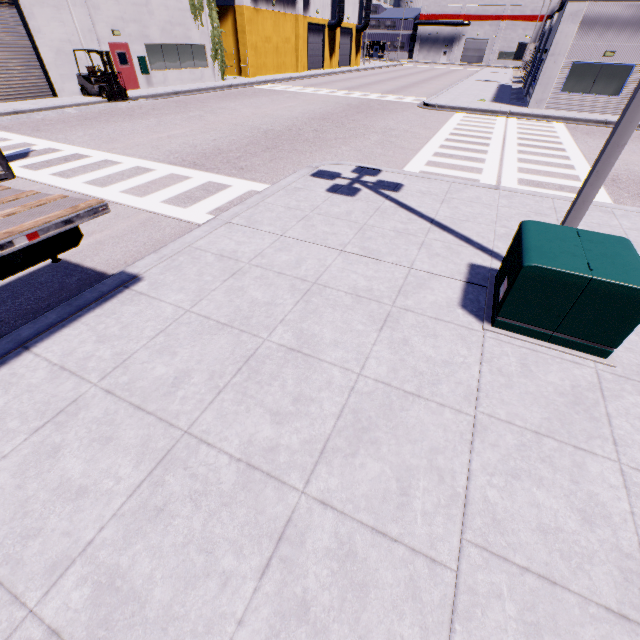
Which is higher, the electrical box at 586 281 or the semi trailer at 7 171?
the semi trailer at 7 171

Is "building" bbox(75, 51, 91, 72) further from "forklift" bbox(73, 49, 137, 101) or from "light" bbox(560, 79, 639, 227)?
"light" bbox(560, 79, 639, 227)

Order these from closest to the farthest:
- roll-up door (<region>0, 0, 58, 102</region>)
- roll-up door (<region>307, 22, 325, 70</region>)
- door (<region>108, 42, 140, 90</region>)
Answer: roll-up door (<region>0, 0, 58, 102</region>), door (<region>108, 42, 140, 90</region>), roll-up door (<region>307, 22, 325, 70</region>)

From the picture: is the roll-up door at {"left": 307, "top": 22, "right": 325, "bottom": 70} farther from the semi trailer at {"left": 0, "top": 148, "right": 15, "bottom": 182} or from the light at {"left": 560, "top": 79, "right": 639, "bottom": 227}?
the light at {"left": 560, "top": 79, "right": 639, "bottom": 227}

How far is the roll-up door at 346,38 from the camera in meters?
45.7 m

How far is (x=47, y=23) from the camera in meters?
16.6 m

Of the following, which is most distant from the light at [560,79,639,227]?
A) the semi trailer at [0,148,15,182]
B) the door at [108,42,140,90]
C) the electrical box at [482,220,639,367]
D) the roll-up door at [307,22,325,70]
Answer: the roll-up door at [307,22,325,70]

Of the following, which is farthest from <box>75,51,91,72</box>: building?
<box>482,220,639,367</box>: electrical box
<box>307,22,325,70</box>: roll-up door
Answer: <box>482,220,639,367</box>: electrical box
